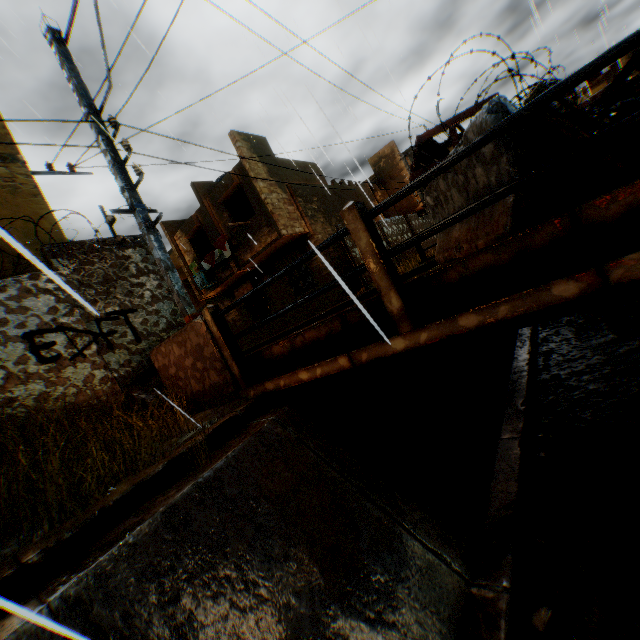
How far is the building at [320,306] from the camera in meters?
15.4 m

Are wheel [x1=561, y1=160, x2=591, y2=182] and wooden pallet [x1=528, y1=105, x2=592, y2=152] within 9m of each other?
yes

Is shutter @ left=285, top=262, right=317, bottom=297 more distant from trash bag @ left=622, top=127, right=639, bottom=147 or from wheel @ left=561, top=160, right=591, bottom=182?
trash bag @ left=622, top=127, right=639, bottom=147

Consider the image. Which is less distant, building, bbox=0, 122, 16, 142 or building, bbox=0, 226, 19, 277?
building, bbox=0, 226, 19, 277

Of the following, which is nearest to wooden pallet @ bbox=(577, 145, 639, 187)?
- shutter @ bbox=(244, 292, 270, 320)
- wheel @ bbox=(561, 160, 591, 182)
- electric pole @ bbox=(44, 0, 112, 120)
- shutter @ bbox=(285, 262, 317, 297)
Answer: wheel @ bbox=(561, 160, 591, 182)

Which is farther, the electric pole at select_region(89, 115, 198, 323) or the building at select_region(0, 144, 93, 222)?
the building at select_region(0, 144, 93, 222)

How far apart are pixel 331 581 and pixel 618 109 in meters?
4.4

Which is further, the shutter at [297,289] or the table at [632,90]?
the shutter at [297,289]
